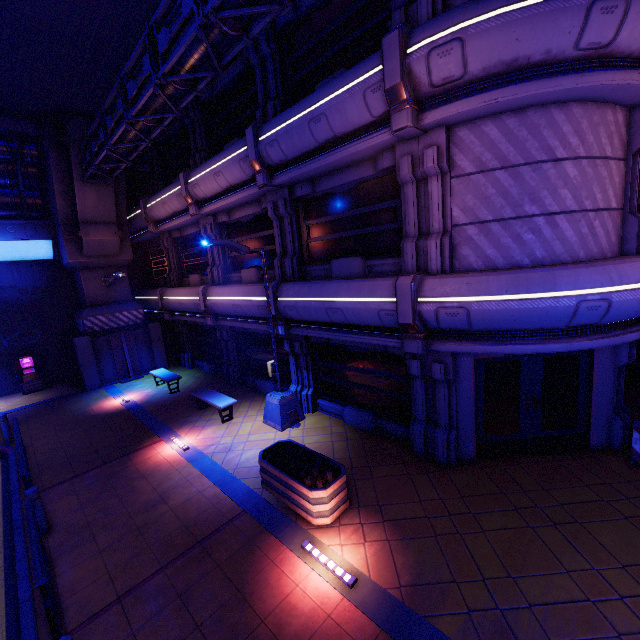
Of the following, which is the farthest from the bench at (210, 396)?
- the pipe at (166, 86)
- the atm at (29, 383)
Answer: the atm at (29, 383)

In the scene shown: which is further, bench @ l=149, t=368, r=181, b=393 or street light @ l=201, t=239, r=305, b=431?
bench @ l=149, t=368, r=181, b=393

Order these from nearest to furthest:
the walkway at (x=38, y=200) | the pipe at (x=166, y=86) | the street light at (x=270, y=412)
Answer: the pipe at (x=166, y=86)
the street light at (x=270, y=412)
the walkway at (x=38, y=200)

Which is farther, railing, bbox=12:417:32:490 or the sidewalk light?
railing, bbox=12:417:32:490

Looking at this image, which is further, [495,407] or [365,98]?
[495,407]

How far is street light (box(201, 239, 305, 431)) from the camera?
9.3 meters

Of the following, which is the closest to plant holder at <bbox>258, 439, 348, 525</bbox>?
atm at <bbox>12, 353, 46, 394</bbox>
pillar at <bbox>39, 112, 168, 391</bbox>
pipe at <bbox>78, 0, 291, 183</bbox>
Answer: pipe at <bbox>78, 0, 291, 183</bbox>

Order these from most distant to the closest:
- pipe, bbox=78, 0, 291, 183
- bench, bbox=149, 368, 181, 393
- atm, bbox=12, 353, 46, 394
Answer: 1. atm, bbox=12, 353, 46, 394
2. bench, bbox=149, 368, 181, 393
3. pipe, bbox=78, 0, 291, 183
